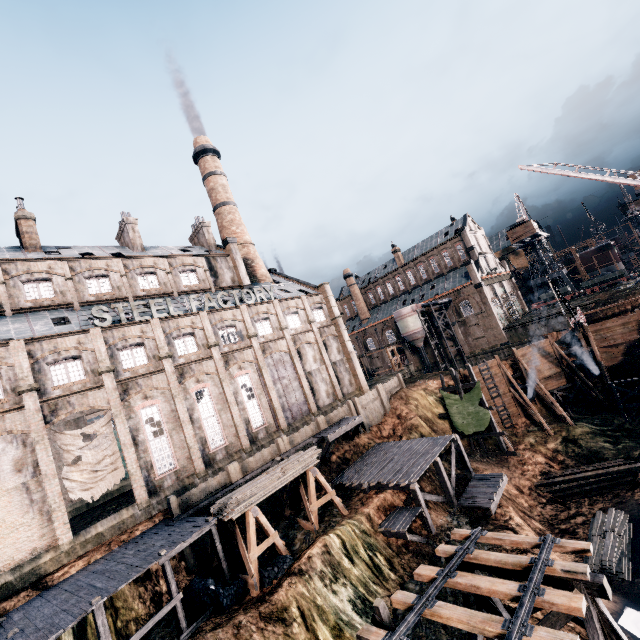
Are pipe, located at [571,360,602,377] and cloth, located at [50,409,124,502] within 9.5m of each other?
no

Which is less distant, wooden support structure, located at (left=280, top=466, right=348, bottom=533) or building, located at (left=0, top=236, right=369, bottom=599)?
building, located at (left=0, top=236, right=369, bottom=599)

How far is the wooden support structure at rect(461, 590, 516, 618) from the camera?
12.8 meters

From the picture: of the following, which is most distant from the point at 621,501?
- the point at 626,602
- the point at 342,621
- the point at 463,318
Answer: the point at 463,318

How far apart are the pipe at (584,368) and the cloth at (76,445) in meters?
46.8 m

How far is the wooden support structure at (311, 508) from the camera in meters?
21.6

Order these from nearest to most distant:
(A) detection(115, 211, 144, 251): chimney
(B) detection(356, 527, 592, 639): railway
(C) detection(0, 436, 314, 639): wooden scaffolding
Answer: (B) detection(356, 527, 592, 639): railway
(C) detection(0, 436, 314, 639): wooden scaffolding
(A) detection(115, 211, 144, 251): chimney

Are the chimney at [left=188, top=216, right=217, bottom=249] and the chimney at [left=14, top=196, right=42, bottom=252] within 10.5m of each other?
no
